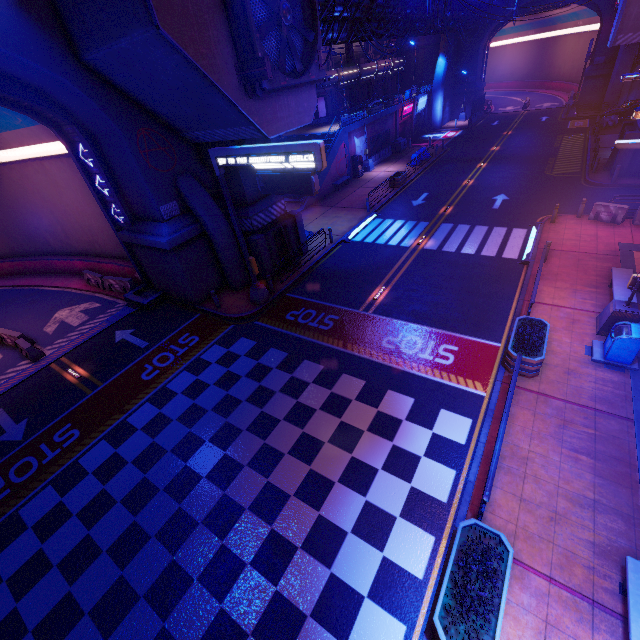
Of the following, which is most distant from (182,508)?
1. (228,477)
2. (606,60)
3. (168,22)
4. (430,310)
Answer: (606,60)

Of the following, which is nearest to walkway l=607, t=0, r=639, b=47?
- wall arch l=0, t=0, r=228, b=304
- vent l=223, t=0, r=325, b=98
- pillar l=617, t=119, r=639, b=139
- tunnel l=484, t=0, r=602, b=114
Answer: pillar l=617, t=119, r=639, b=139

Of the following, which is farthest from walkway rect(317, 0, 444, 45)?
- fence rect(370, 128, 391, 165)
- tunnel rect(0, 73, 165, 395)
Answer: fence rect(370, 128, 391, 165)

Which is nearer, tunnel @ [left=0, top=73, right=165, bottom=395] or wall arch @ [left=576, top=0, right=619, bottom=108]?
tunnel @ [left=0, top=73, right=165, bottom=395]

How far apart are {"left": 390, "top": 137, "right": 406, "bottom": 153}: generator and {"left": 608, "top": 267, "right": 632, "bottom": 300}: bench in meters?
Result: 30.1 m

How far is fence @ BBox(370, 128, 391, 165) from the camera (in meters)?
34.38

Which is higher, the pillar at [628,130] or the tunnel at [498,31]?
the tunnel at [498,31]

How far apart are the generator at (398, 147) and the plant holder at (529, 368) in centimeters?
3249cm
